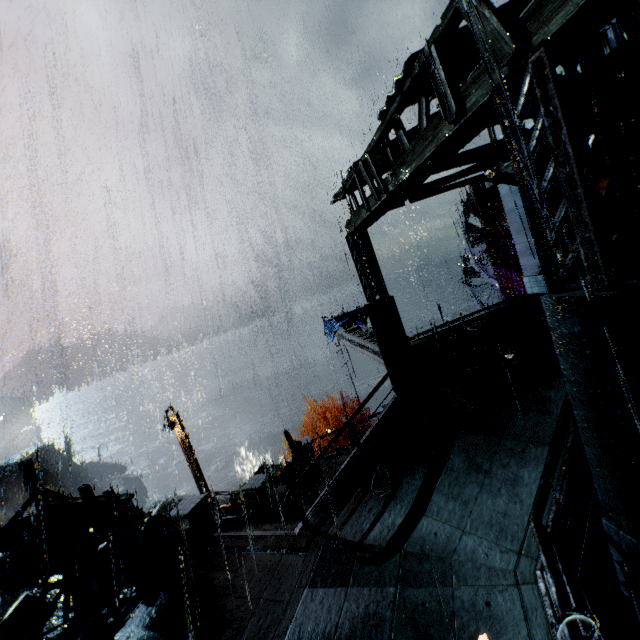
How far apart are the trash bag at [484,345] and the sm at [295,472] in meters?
8.9 m

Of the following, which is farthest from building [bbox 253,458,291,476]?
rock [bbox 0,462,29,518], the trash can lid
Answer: rock [bbox 0,462,29,518]

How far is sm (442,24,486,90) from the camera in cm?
521

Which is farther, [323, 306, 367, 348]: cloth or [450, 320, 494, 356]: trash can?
[323, 306, 367, 348]: cloth

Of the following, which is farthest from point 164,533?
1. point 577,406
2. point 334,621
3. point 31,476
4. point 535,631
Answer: point 577,406

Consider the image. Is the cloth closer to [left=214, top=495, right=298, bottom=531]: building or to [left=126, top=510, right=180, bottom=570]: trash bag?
[left=214, top=495, right=298, bottom=531]: building

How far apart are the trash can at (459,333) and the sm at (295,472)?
8.13m

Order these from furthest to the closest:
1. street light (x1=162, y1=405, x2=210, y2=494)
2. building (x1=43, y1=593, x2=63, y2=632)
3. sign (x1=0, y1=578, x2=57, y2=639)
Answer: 1. street light (x1=162, y1=405, x2=210, y2=494)
2. building (x1=43, y1=593, x2=63, y2=632)
3. sign (x1=0, y1=578, x2=57, y2=639)
